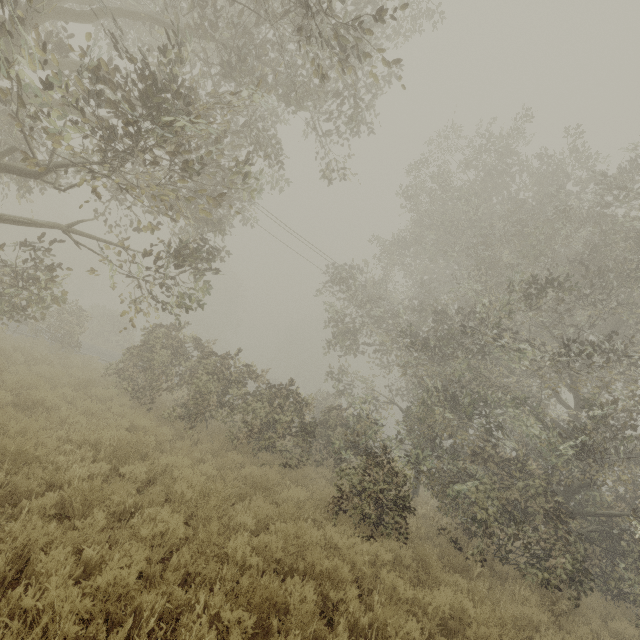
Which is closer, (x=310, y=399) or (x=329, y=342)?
(x=310, y=399)
